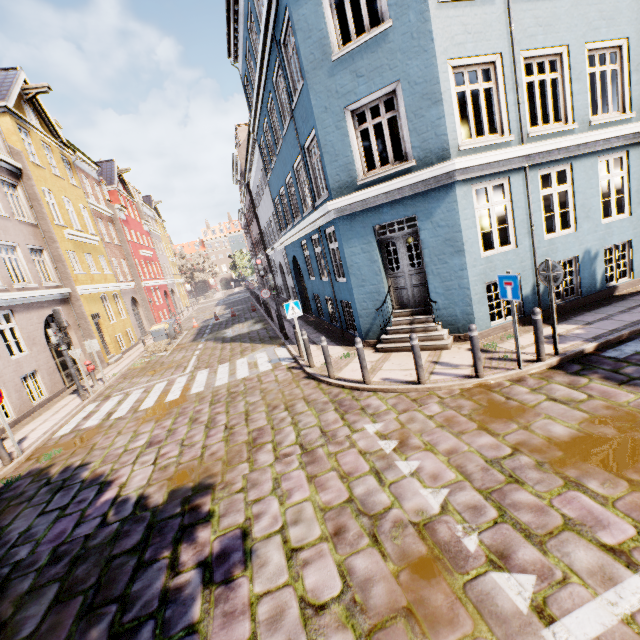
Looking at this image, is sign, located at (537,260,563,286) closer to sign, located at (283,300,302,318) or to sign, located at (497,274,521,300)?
sign, located at (497,274,521,300)

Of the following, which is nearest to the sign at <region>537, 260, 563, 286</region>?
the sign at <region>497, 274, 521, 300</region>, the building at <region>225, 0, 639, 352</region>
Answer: the sign at <region>497, 274, 521, 300</region>

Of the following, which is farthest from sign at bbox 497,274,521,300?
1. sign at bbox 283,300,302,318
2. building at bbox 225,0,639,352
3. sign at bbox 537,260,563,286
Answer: sign at bbox 283,300,302,318

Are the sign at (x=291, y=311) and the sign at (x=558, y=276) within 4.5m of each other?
no

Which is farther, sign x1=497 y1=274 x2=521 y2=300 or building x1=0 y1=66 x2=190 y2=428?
building x1=0 y1=66 x2=190 y2=428

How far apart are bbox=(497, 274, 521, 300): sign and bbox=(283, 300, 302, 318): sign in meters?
5.5

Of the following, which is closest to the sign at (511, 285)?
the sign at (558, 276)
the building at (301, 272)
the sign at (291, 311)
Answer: the sign at (558, 276)

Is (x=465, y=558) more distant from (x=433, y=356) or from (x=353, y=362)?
(x=353, y=362)
